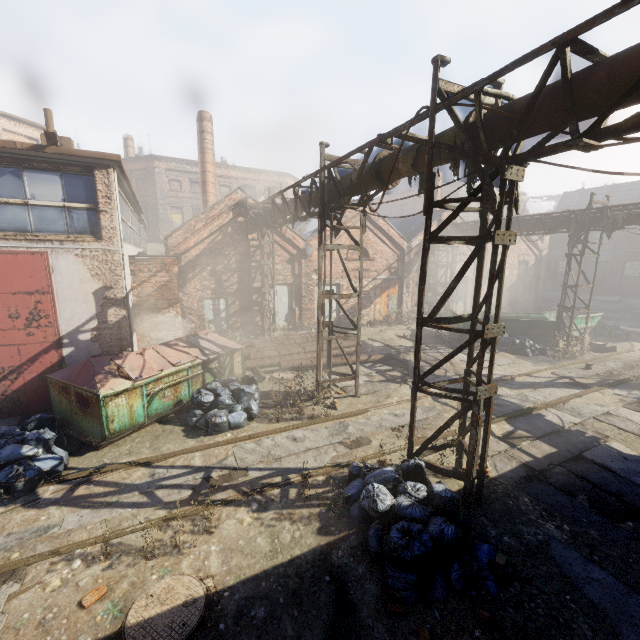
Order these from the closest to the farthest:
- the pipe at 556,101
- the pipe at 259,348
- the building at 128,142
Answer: the pipe at 556,101, the pipe at 259,348, the building at 128,142

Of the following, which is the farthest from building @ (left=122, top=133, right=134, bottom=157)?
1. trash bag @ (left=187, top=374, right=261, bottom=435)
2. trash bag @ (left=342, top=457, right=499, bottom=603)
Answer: trash bag @ (left=342, top=457, right=499, bottom=603)

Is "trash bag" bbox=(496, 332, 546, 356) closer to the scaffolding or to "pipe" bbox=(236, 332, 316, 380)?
"pipe" bbox=(236, 332, 316, 380)

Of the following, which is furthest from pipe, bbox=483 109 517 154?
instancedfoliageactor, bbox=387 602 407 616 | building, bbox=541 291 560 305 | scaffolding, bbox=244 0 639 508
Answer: building, bbox=541 291 560 305

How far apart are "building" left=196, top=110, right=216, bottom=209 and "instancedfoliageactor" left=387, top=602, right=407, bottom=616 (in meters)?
21.52

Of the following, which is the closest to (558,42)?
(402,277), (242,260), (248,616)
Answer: (248,616)

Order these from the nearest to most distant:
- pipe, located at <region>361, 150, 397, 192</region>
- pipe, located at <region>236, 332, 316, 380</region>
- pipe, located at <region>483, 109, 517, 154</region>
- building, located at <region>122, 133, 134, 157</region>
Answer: pipe, located at <region>483, 109, 517, 154</region>
pipe, located at <region>361, 150, 397, 192</region>
pipe, located at <region>236, 332, 316, 380</region>
building, located at <region>122, 133, 134, 157</region>

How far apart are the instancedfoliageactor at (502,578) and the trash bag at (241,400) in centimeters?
561cm
